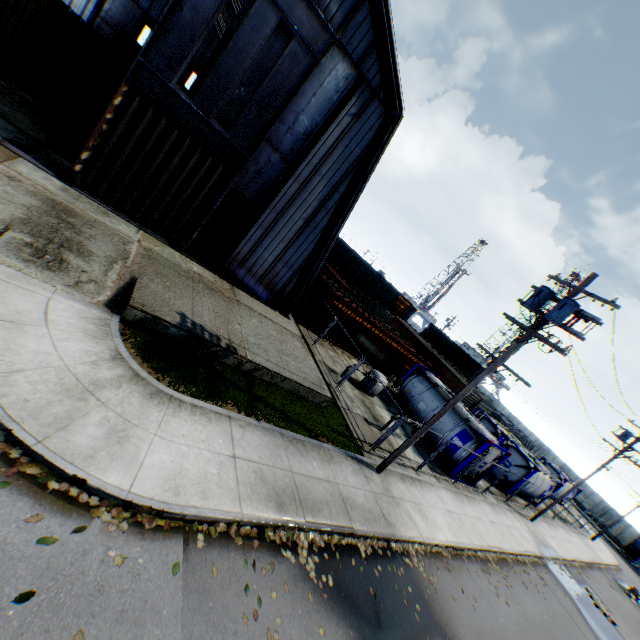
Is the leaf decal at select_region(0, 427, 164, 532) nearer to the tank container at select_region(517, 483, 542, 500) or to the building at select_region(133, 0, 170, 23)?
the building at select_region(133, 0, 170, 23)

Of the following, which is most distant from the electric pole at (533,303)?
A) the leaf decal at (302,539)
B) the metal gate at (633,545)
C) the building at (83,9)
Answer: the metal gate at (633,545)

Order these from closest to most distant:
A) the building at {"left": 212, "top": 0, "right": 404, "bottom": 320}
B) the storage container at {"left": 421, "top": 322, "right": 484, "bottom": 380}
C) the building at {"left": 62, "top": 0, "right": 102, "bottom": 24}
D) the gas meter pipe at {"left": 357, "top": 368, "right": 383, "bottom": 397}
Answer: the building at {"left": 212, "top": 0, "right": 404, "bottom": 320} → the gas meter pipe at {"left": 357, "top": 368, "right": 383, "bottom": 397} → the building at {"left": 62, "top": 0, "right": 102, "bottom": 24} → the storage container at {"left": 421, "top": 322, "right": 484, "bottom": 380}

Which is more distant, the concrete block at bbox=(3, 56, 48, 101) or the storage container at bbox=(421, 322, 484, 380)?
the storage container at bbox=(421, 322, 484, 380)

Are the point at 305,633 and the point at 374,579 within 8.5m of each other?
yes

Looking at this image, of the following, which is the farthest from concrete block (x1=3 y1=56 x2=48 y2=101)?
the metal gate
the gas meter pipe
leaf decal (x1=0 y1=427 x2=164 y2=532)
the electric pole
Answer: the metal gate

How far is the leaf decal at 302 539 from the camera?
7.03m

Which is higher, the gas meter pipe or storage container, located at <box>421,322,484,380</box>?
storage container, located at <box>421,322,484,380</box>
